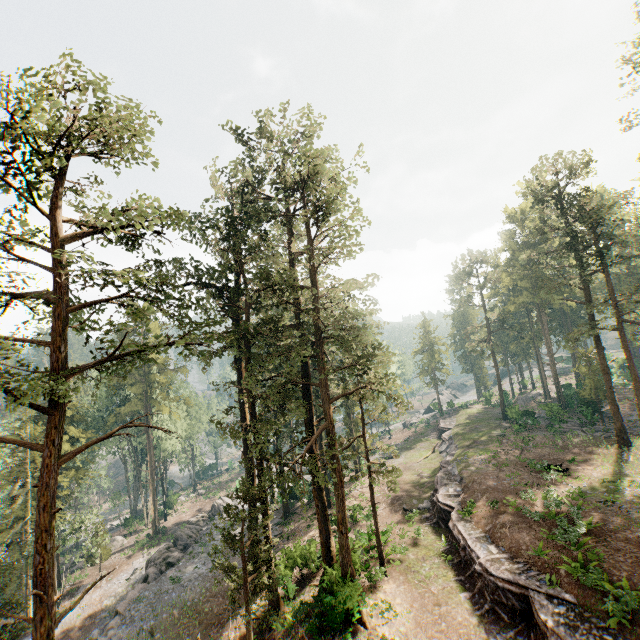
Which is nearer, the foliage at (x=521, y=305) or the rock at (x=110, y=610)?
the rock at (x=110, y=610)

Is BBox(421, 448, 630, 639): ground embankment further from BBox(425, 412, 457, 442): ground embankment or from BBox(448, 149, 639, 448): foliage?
BBox(425, 412, 457, 442): ground embankment

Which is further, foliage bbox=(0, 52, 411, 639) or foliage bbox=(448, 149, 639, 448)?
foliage bbox=(448, 149, 639, 448)

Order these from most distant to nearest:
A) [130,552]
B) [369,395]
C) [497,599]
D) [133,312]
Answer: [130,552], [369,395], [497,599], [133,312]

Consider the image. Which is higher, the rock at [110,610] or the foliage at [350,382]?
the foliage at [350,382]

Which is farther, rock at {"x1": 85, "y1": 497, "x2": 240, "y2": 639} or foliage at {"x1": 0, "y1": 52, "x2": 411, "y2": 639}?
rock at {"x1": 85, "y1": 497, "x2": 240, "y2": 639}

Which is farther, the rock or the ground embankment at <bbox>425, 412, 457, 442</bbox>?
the ground embankment at <bbox>425, 412, 457, 442</bbox>
